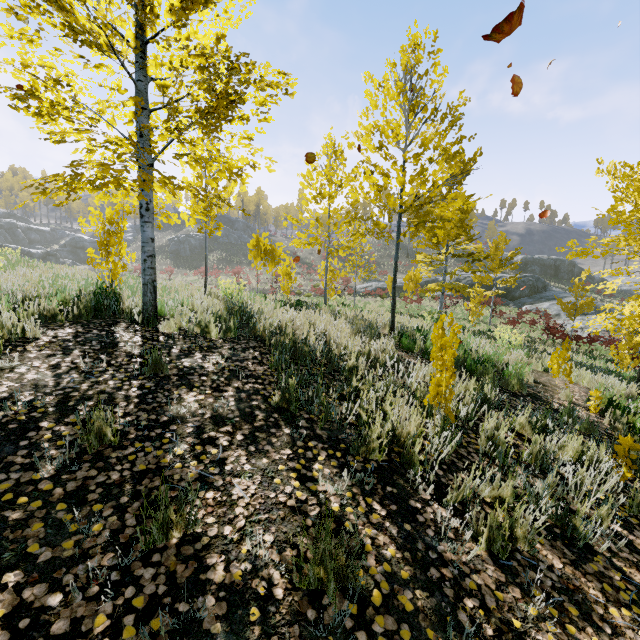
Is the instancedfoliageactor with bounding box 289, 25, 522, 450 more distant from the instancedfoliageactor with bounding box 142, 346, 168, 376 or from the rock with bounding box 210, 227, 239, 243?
the rock with bounding box 210, 227, 239, 243

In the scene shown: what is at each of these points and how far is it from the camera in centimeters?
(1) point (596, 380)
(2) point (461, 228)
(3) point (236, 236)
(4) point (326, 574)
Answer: (1) instancedfoliageactor, 810cm
(2) instancedfoliageactor, 1326cm
(3) rock, 5962cm
(4) instancedfoliageactor, 171cm

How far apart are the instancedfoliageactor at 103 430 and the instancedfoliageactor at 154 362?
1.1m

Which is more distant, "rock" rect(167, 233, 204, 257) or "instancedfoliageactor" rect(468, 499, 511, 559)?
"rock" rect(167, 233, 204, 257)

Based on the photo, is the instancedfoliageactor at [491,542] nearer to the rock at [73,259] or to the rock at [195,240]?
the rock at [73,259]

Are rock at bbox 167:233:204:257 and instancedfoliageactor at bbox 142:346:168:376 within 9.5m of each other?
no

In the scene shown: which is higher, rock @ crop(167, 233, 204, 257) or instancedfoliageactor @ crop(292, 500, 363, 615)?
rock @ crop(167, 233, 204, 257)

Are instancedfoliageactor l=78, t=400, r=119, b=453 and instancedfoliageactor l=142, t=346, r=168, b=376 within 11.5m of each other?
yes
